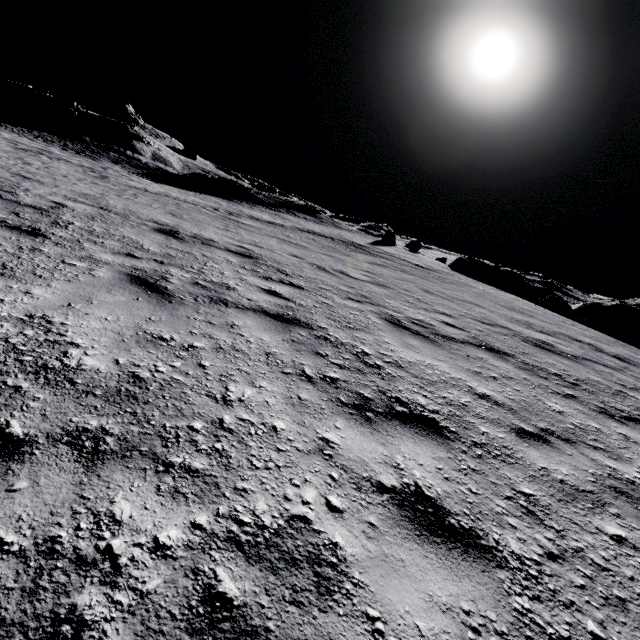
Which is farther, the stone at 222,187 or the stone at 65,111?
the stone at 65,111

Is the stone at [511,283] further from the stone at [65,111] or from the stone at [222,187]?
the stone at [65,111]

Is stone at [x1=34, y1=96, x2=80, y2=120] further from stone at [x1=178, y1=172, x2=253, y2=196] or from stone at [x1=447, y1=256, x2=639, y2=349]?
stone at [x1=447, y1=256, x2=639, y2=349]

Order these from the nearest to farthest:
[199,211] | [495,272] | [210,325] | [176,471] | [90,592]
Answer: [90,592], [176,471], [210,325], [199,211], [495,272]

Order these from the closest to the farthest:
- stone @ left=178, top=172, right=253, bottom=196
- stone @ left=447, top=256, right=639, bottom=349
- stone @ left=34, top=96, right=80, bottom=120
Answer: stone @ left=447, top=256, right=639, bottom=349
stone @ left=178, top=172, right=253, bottom=196
stone @ left=34, top=96, right=80, bottom=120

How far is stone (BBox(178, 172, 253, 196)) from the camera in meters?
34.1
